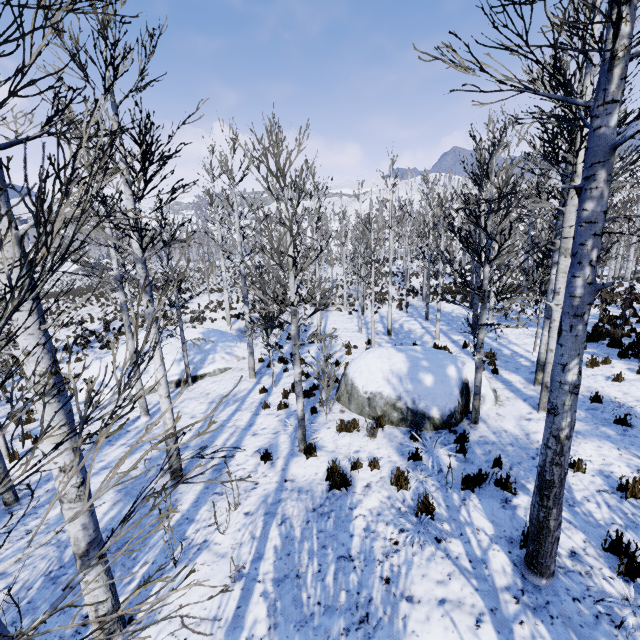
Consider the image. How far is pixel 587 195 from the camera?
2.88m

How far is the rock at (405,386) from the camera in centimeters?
766cm

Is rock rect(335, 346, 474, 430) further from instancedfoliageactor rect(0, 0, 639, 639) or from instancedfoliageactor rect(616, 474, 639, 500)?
instancedfoliageactor rect(616, 474, 639, 500)

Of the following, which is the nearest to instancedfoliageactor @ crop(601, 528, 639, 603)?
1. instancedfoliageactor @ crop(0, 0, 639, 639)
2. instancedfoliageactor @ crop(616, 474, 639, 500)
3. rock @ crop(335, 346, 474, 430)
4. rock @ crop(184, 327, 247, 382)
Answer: rock @ crop(335, 346, 474, 430)

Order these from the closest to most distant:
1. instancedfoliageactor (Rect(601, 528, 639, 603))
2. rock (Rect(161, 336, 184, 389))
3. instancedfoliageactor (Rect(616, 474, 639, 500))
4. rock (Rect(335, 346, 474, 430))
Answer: instancedfoliageactor (Rect(601, 528, 639, 603)) → instancedfoliageactor (Rect(616, 474, 639, 500)) → rock (Rect(335, 346, 474, 430)) → rock (Rect(161, 336, 184, 389))

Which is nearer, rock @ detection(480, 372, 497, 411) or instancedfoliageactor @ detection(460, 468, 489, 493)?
instancedfoliageactor @ detection(460, 468, 489, 493)

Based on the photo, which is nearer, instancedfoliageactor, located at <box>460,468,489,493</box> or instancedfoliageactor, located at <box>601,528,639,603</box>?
instancedfoliageactor, located at <box>601,528,639,603</box>

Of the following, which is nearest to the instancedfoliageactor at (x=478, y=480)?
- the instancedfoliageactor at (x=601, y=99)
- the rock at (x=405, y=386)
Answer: the rock at (x=405, y=386)
